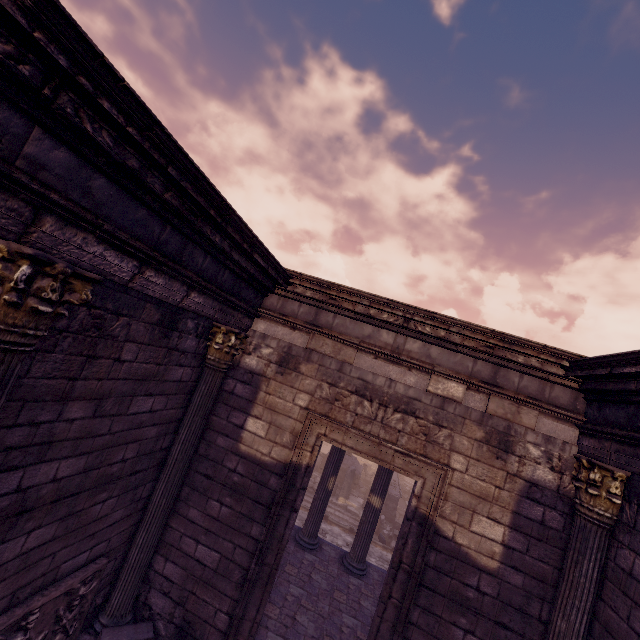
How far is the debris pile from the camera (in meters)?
14.48

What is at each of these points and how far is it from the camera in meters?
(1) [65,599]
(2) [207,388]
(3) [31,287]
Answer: (1) relief sculpture, 4.1 m
(2) column, 5.3 m
(3) column, 2.3 m

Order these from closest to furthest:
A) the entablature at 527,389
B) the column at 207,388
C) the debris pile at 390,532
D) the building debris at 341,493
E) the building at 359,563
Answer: the entablature at 527,389 < the building at 359,563 < the column at 207,388 < the debris pile at 390,532 < the building debris at 341,493

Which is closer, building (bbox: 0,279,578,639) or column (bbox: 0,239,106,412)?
column (bbox: 0,239,106,412)

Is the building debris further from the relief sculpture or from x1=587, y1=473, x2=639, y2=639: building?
the relief sculpture

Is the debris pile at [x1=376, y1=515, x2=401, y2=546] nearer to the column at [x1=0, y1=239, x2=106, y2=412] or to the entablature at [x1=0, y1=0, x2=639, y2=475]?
the entablature at [x1=0, y1=0, x2=639, y2=475]

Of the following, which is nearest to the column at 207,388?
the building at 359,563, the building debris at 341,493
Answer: the building at 359,563

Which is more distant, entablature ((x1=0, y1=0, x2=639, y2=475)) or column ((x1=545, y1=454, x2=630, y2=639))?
column ((x1=545, y1=454, x2=630, y2=639))
